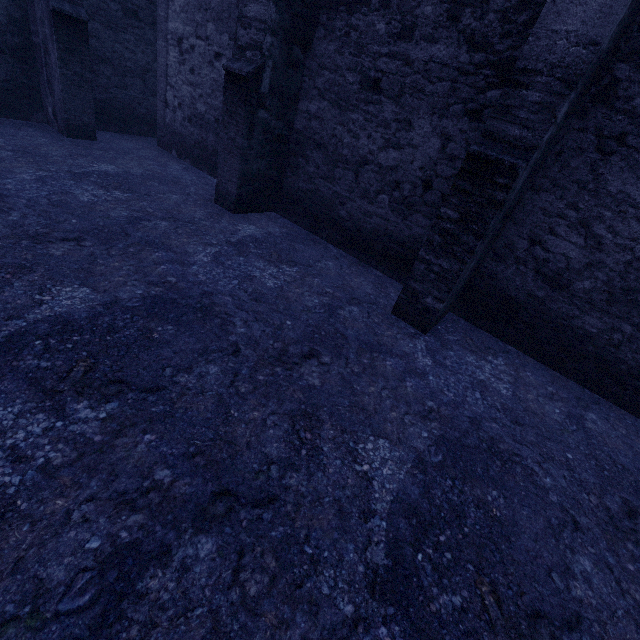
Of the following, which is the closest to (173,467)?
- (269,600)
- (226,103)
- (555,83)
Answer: (269,600)
